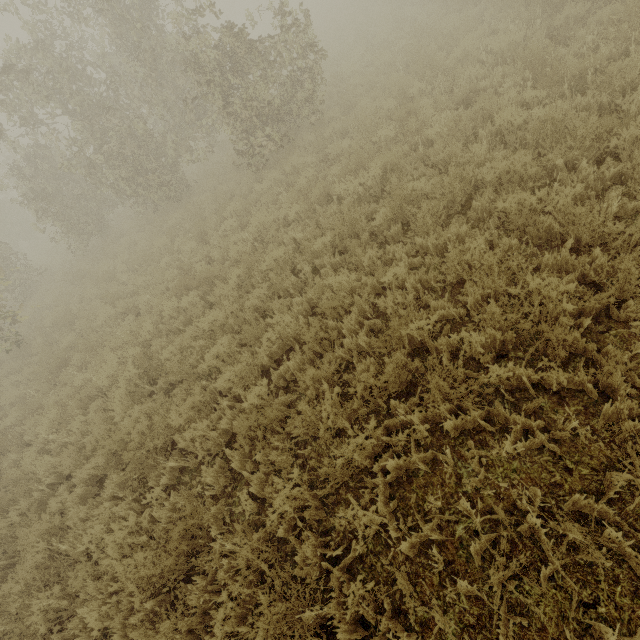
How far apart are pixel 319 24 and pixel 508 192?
23.8 meters
